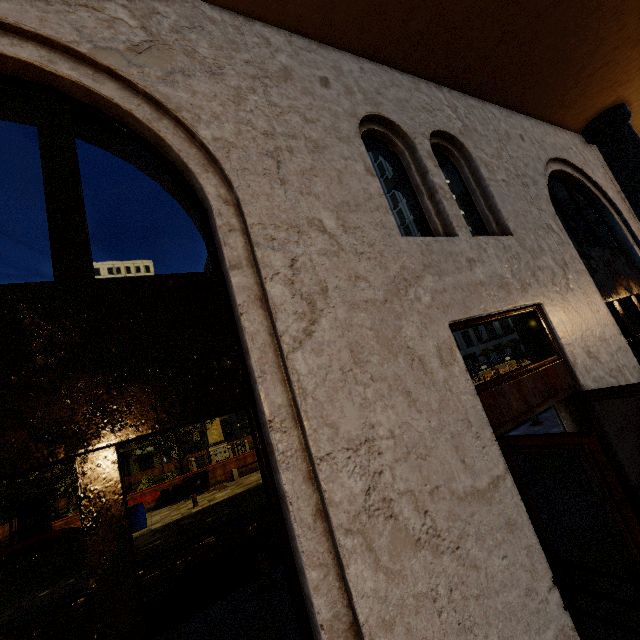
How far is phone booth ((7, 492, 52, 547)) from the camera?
14.7m

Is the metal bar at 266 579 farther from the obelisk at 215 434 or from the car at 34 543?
the obelisk at 215 434

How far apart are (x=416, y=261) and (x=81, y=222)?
2.6 meters

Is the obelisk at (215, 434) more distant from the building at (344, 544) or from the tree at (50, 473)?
the building at (344, 544)

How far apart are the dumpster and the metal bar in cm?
1452

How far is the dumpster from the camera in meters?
18.5 m

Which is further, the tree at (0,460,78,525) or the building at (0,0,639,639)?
the tree at (0,460,78,525)

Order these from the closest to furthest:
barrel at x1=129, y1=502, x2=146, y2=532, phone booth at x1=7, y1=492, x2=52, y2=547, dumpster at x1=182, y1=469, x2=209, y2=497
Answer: barrel at x1=129, y1=502, x2=146, y2=532 < phone booth at x1=7, y1=492, x2=52, y2=547 < dumpster at x1=182, y1=469, x2=209, y2=497
